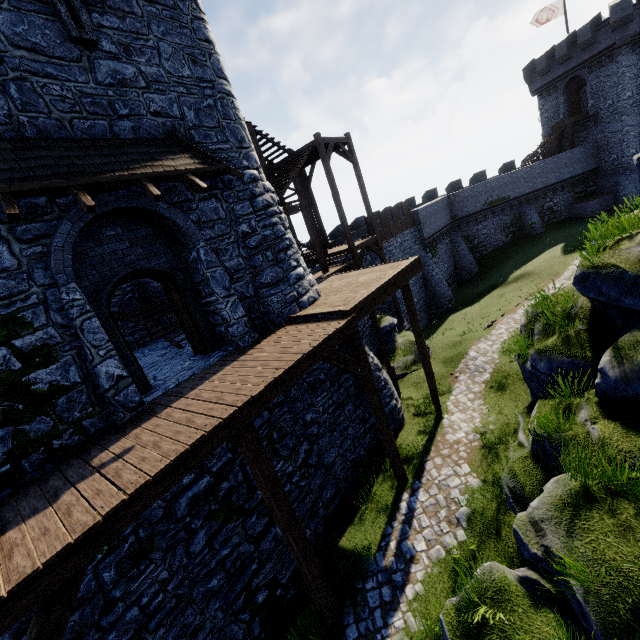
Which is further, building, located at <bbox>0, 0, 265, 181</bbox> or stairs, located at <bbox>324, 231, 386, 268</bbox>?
stairs, located at <bbox>324, 231, 386, 268</bbox>

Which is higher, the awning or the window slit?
the window slit

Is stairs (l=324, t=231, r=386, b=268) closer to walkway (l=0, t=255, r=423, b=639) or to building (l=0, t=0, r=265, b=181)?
walkway (l=0, t=255, r=423, b=639)

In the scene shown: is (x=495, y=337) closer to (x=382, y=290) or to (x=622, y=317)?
(x=622, y=317)

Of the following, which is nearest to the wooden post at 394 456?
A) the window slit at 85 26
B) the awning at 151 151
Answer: the awning at 151 151

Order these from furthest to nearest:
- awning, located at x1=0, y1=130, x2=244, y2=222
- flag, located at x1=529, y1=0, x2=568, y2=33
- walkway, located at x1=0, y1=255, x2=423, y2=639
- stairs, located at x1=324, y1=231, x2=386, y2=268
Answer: flag, located at x1=529, y1=0, x2=568, y2=33, stairs, located at x1=324, y1=231, x2=386, y2=268, awning, located at x1=0, y1=130, x2=244, y2=222, walkway, located at x1=0, y1=255, x2=423, y2=639

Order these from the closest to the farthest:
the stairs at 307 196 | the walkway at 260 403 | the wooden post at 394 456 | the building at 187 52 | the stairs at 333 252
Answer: the walkway at 260 403 < the building at 187 52 < the wooden post at 394 456 < the stairs at 307 196 < the stairs at 333 252

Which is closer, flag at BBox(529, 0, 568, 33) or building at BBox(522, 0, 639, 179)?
building at BBox(522, 0, 639, 179)
